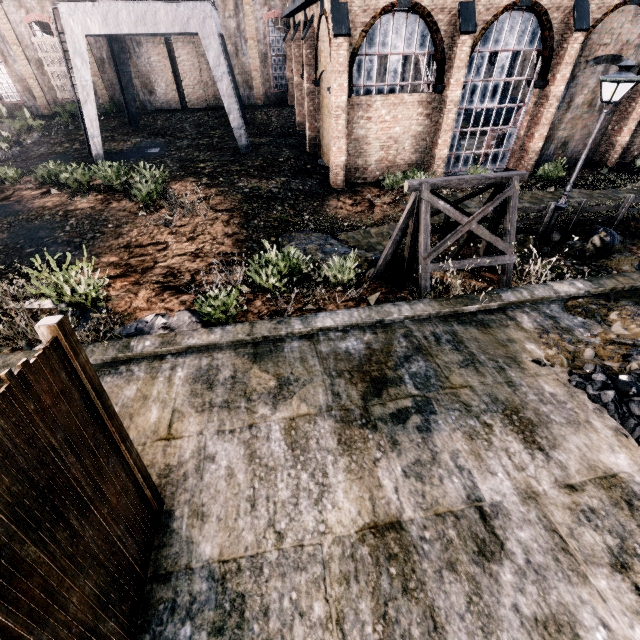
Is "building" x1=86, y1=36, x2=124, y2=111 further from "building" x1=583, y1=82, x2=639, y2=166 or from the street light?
the street light

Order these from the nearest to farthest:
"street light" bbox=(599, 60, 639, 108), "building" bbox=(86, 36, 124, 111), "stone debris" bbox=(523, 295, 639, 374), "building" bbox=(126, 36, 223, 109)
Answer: "stone debris" bbox=(523, 295, 639, 374) → "street light" bbox=(599, 60, 639, 108) → "building" bbox=(86, 36, 124, 111) → "building" bbox=(126, 36, 223, 109)

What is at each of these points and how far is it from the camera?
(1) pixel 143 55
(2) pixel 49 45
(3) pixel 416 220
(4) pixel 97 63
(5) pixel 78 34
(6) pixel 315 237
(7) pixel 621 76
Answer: (1) building, 28.5m
(2) building, 27.0m
(3) wooden support structure, 8.9m
(4) building, 28.2m
(5) crane, 17.4m
(6) stone debris, 13.3m
(7) street light, 9.7m

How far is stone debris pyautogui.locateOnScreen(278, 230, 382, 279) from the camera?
10.8m

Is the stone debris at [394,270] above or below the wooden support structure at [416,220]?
below

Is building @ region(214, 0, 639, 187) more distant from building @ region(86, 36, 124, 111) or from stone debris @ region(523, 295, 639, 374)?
stone debris @ region(523, 295, 639, 374)

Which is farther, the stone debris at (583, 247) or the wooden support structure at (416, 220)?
the stone debris at (583, 247)

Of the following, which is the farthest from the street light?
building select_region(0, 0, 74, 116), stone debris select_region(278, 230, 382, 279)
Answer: building select_region(0, 0, 74, 116)
